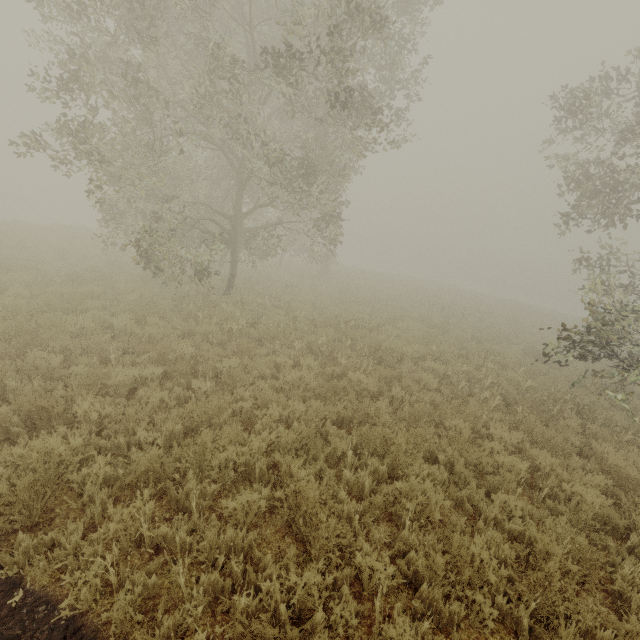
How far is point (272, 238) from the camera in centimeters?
1522cm

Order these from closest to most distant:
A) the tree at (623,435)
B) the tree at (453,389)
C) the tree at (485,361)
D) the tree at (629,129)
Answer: the tree at (623,435) < the tree at (485,361) < the tree at (453,389) < the tree at (629,129)

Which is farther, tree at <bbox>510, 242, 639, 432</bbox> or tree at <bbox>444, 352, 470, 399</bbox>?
tree at <bbox>444, 352, 470, 399</bbox>

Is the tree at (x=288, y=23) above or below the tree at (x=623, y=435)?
above

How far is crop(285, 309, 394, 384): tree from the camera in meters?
8.4

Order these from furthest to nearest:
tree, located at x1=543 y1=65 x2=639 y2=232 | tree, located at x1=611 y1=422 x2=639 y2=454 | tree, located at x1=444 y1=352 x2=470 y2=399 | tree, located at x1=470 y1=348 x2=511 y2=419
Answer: tree, located at x1=543 y1=65 x2=639 y2=232 → tree, located at x1=444 y1=352 x2=470 y2=399 → tree, located at x1=470 y1=348 x2=511 y2=419 → tree, located at x1=611 y1=422 x2=639 y2=454
